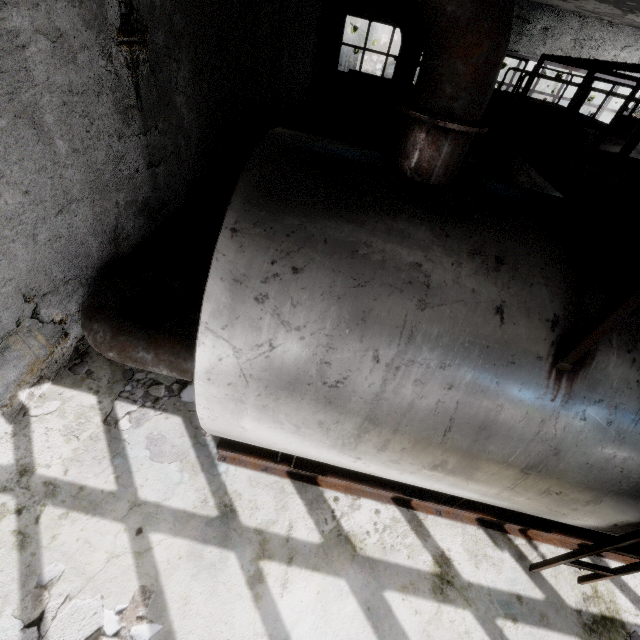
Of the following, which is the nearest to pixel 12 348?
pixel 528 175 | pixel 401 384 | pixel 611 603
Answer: pixel 401 384

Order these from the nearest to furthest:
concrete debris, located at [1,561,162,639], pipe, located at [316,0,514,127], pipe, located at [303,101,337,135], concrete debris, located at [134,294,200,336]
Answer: pipe, located at [316,0,514,127], concrete debris, located at [1,561,162,639], concrete debris, located at [134,294,200,336], pipe, located at [303,101,337,135]

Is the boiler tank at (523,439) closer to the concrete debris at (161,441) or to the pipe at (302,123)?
the concrete debris at (161,441)

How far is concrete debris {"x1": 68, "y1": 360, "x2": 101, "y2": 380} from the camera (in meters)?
4.89

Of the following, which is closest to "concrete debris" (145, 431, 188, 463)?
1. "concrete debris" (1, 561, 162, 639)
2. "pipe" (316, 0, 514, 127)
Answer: "concrete debris" (1, 561, 162, 639)

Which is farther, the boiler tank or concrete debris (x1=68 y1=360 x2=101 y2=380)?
concrete debris (x1=68 y1=360 x2=101 y2=380)

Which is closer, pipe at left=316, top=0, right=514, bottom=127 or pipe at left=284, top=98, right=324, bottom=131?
pipe at left=316, top=0, right=514, bottom=127

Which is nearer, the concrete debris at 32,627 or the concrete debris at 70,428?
the concrete debris at 32,627
